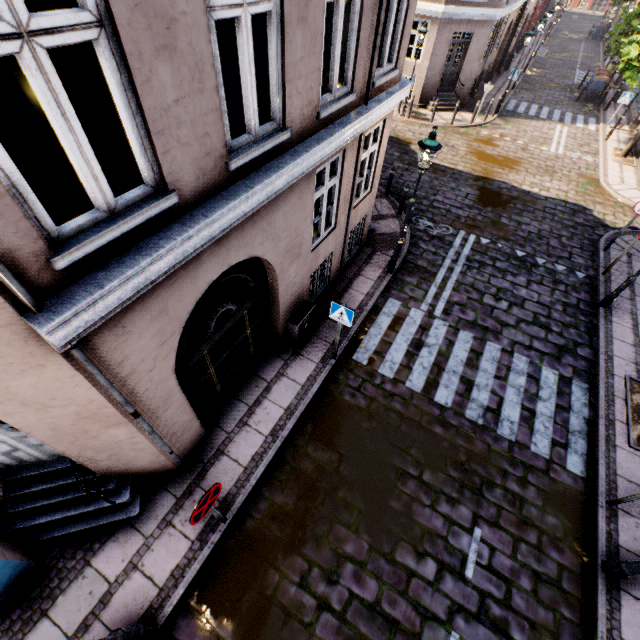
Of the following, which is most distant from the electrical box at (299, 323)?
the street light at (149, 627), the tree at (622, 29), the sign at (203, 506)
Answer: the tree at (622, 29)

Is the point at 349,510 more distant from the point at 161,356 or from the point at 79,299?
the point at 79,299

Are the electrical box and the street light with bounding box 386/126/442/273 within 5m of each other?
yes

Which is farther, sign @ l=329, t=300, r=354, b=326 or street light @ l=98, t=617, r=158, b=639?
sign @ l=329, t=300, r=354, b=326

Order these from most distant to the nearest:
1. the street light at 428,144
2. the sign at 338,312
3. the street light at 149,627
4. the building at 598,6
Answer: the building at 598,6
the street light at 428,144
the sign at 338,312
the street light at 149,627

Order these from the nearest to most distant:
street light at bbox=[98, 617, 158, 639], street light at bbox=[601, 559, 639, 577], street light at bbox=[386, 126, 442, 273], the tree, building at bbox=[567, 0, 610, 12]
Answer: street light at bbox=[98, 617, 158, 639]
street light at bbox=[601, 559, 639, 577]
street light at bbox=[386, 126, 442, 273]
the tree
building at bbox=[567, 0, 610, 12]

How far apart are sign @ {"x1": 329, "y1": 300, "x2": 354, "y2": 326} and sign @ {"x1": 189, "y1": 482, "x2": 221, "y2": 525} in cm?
347

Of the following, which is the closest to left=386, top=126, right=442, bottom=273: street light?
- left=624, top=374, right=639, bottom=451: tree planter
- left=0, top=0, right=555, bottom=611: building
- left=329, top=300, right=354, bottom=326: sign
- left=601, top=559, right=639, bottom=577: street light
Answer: left=0, top=0, right=555, bottom=611: building
